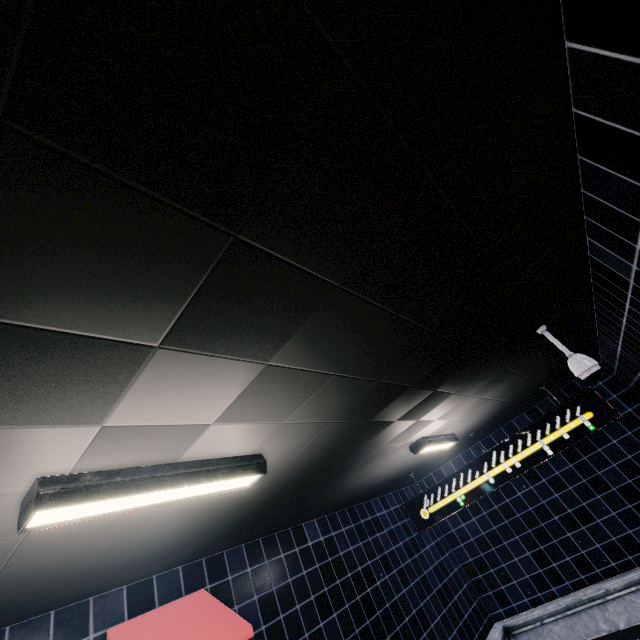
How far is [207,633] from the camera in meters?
2.9
